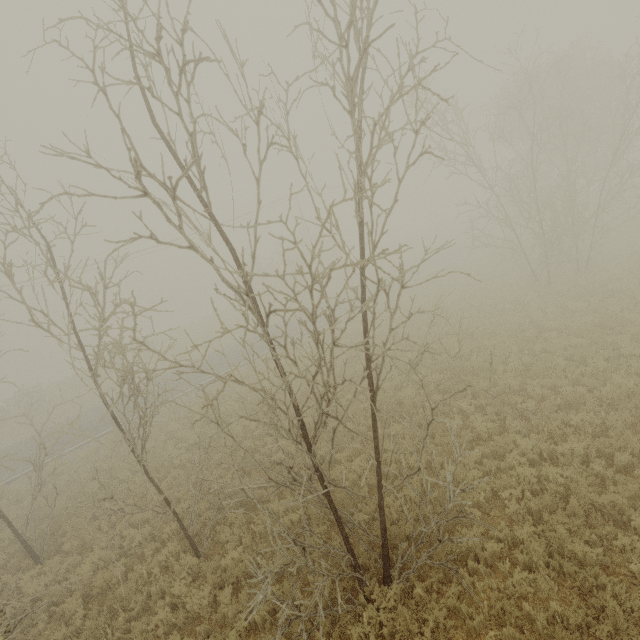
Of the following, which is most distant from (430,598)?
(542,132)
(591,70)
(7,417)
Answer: (7,417)
